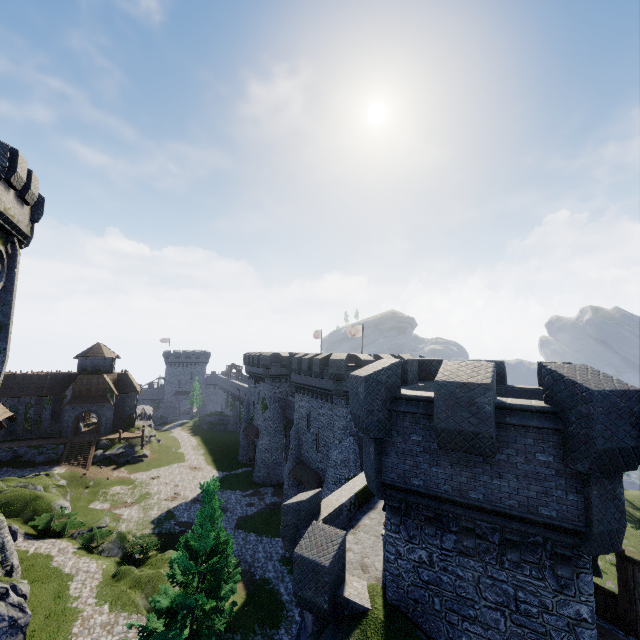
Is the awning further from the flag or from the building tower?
the building tower

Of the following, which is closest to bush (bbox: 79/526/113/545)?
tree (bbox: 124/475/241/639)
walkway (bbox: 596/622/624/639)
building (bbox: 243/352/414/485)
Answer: tree (bbox: 124/475/241/639)

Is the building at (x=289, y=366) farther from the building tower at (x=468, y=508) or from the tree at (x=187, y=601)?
the tree at (x=187, y=601)

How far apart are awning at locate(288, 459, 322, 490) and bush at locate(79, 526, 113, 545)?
15.4m

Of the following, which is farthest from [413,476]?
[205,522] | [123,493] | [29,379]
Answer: [29,379]

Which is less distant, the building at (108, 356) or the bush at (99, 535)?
the building at (108, 356)

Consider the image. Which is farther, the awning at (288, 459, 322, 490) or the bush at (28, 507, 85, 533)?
the awning at (288, 459, 322, 490)

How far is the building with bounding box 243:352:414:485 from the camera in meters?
27.7
